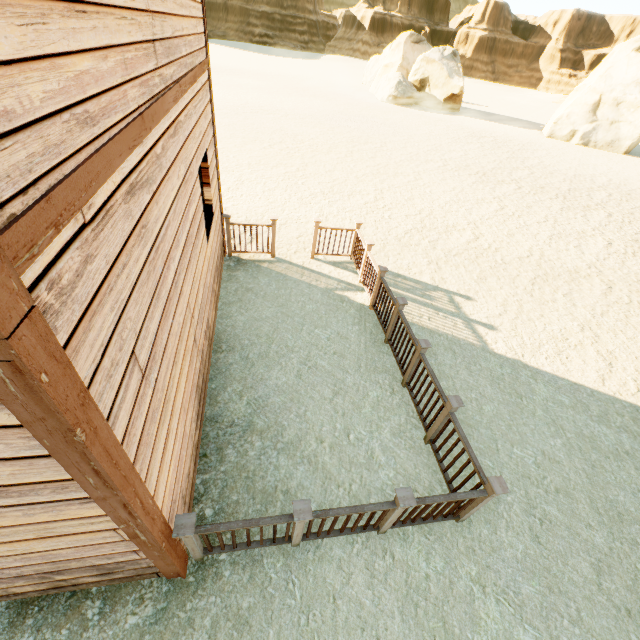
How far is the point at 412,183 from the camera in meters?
13.6 m

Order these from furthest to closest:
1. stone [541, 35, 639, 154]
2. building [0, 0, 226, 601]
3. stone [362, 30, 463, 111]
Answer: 1. stone [362, 30, 463, 111]
2. stone [541, 35, 639, 154]
3. building [0, 0, 226, 601]

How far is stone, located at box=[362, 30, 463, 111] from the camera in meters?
30.2 m

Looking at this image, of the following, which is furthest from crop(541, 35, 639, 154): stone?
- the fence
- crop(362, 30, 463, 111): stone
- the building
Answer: the building

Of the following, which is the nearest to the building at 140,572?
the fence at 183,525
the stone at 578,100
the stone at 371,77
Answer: the fence at 183,525

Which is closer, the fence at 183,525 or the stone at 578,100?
the fence at 183,525

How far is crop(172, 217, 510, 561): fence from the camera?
2.9 meters

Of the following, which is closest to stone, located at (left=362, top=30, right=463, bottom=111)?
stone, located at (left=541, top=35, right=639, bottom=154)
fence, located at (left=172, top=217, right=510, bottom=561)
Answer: stone, located at (left=541, top=35, right=639, bottom=154)
